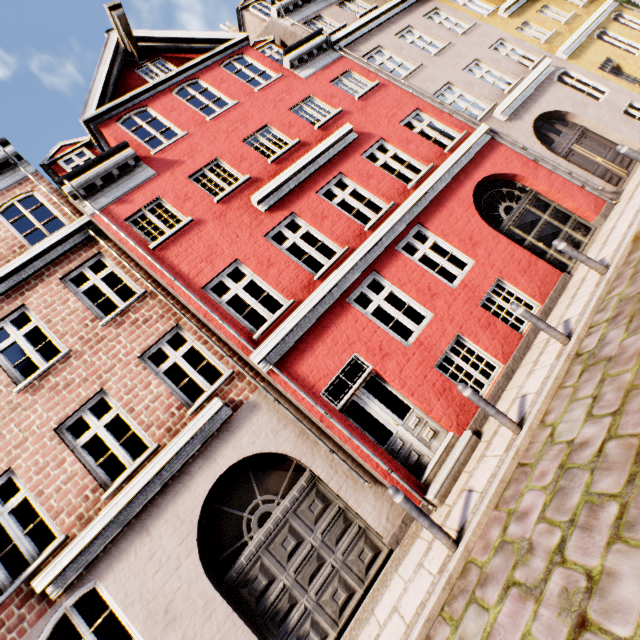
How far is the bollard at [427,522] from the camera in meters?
4.4

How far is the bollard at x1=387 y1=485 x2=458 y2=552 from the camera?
4.37m

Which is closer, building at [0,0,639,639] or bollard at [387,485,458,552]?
bollard at [387,485,458,552]

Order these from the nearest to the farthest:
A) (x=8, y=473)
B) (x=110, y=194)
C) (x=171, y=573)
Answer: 1. (x=171, y=573)
2. (x=8, y=473)
3. (x=110, y=194)

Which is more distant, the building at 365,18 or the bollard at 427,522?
the building at 365,18
